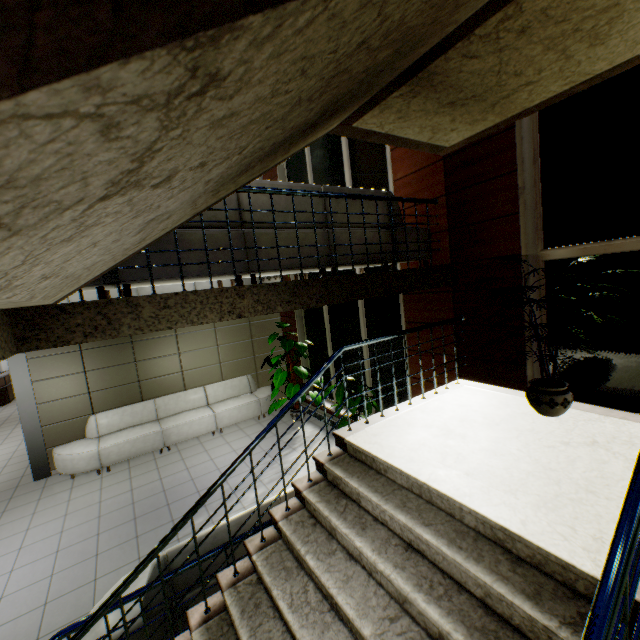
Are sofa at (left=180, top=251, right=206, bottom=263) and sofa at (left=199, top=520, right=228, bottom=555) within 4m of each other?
yes

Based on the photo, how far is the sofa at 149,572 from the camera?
2.9m

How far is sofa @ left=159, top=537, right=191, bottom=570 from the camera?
3.0 meters

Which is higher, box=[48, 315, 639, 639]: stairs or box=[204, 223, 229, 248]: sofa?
box=[204, 223, 229, 248]: sofa

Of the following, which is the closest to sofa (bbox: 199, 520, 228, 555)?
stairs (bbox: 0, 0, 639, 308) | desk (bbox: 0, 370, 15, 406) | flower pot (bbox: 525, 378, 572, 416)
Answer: stairs (bbox: 0, 0, 639, 308)

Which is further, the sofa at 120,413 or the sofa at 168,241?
the sofa at 120,413

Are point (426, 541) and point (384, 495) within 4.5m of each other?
yes

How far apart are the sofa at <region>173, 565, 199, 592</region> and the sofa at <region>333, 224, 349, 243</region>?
2.53m
